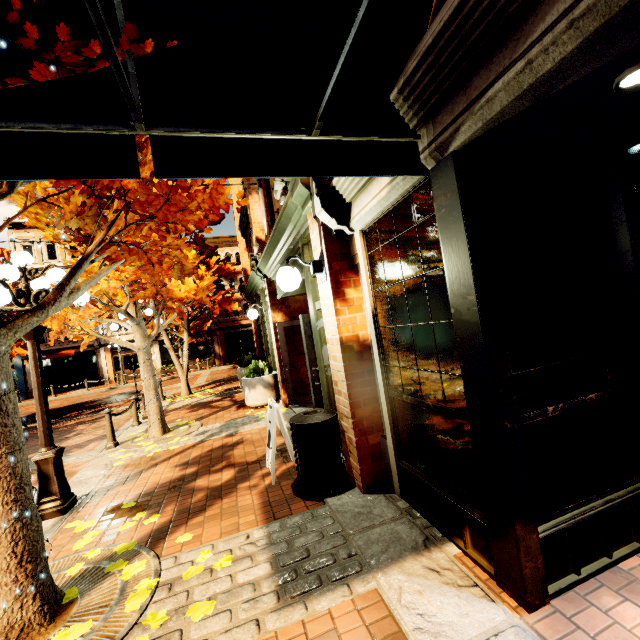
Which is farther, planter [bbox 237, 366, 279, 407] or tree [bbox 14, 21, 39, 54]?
planter [bbox 237, 366, 279, 407]

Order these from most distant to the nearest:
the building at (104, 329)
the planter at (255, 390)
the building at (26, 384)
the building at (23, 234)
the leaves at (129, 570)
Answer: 1. the building at (104, 329)
2. the building at (23, 234)
3. the building at (26, 384)
4. the planter at (255, 390)
5. the leaves at (129, 570)

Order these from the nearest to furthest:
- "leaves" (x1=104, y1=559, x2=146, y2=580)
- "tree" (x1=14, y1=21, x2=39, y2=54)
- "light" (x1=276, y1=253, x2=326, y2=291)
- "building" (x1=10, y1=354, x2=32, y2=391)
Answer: "tree" (x1=14, y1=21, x2=39, y2=54) < "leaves" (x1=104, y1=559, x2=146, y2=580) < "light" (x1=276, y1=253, x2=326, y2=291) < "building" (x1=10, y1=354, x2=32, y2=391)

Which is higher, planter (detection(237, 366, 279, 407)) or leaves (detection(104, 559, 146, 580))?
planter (detection(237, 366, 279, 407))

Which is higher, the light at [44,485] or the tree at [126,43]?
the tree at [126,43]

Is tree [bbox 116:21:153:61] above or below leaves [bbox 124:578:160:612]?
above

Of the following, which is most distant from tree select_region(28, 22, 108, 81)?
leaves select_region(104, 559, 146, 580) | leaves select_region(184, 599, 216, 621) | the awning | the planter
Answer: the planter

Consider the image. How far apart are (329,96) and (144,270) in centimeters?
224cm
